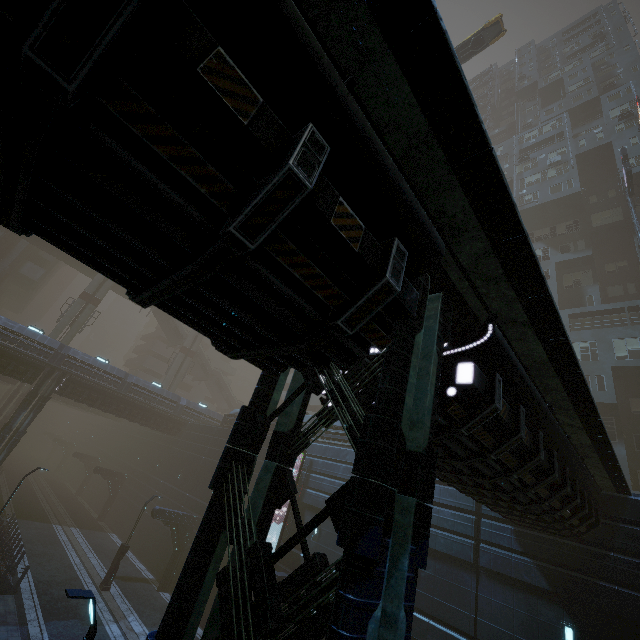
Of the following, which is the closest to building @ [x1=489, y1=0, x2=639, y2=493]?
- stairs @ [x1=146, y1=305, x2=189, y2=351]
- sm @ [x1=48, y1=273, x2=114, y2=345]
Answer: stairs @ [x1=146, y1=305, x2=189, y2=351]

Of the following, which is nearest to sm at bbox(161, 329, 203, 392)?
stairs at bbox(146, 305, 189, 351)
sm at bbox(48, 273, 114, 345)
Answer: stairs at bbox(146, 305, 189, 351)

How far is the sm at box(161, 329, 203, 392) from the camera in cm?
4522

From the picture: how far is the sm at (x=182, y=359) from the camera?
45.22m

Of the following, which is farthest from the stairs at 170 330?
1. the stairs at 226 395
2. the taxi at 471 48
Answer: the taxi at 471 48

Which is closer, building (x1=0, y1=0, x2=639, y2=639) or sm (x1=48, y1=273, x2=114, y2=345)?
building (x1=0, y1=0, x2=639, y2=639)

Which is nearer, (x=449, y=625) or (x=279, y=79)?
(x=279, y=79)

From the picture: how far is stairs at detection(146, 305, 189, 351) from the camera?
48.9m
